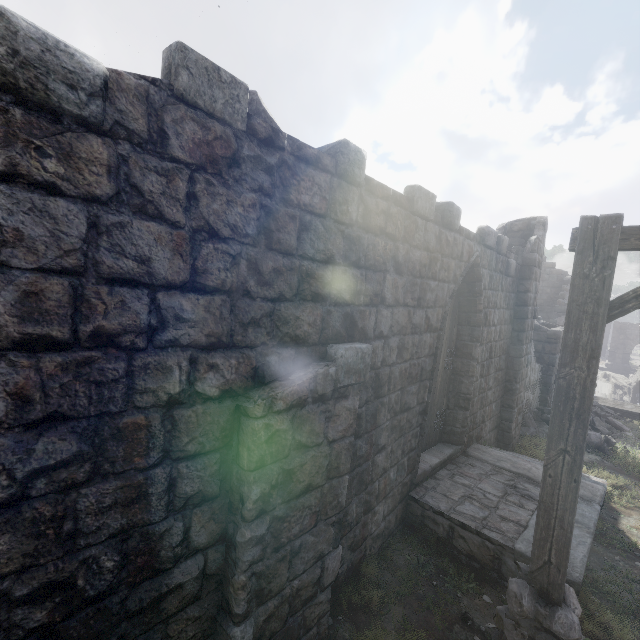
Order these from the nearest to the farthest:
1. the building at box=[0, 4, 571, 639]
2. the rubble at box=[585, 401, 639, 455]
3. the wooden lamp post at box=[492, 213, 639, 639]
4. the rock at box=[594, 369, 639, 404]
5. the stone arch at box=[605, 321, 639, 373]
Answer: the building at box=[0, 4, 571, 639] → the wooden lamp post at box=[492, 213, 639, 639] → the rubble at box=[585, 401, 639, 455] → the rock at box=[594, 369, 639, 404] → the stone arch at box=[605, 321, 639, 373]

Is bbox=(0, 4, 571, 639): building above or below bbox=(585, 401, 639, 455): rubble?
above

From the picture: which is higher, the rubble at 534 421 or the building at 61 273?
the building at 61 273

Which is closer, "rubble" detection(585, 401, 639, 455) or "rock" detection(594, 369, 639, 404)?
"rubble" detection(585, 401, 639, 455)

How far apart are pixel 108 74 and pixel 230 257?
1.2 meters

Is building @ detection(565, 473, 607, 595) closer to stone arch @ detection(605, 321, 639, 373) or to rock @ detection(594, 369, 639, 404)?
stone arch @ detection(605, 321, 639, 373)

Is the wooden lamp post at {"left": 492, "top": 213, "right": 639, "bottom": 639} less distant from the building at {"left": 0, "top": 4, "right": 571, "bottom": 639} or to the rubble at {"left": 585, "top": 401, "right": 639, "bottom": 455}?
the building at {"left": 0, "top": 4, "right": 571, "bottom": 639}

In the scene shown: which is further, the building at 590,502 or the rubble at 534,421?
the rubble at 534,421
